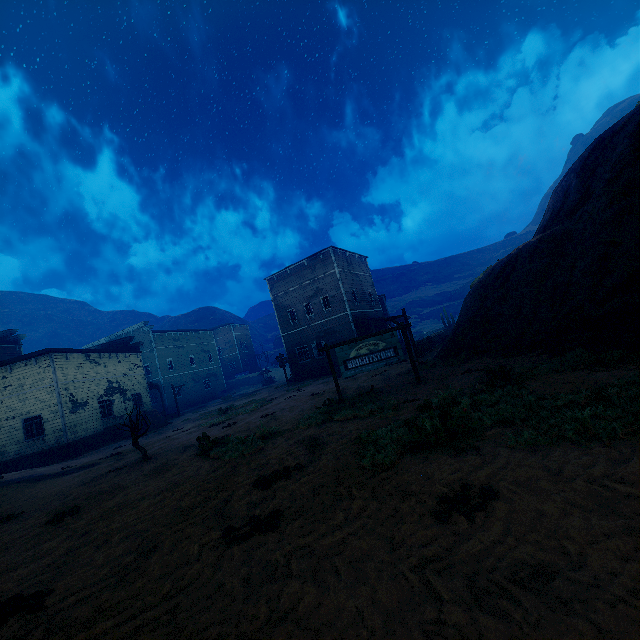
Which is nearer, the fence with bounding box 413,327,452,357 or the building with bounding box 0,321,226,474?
the fence with bounding box 413,327,452,357

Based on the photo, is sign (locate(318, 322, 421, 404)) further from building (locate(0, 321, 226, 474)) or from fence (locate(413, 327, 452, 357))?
building (locate(0, 321, 226, 474))

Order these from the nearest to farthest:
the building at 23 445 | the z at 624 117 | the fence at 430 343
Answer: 1. the z at 624 117
2. the fence at 430 343
3. the building at 23 445

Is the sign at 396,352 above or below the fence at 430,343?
above

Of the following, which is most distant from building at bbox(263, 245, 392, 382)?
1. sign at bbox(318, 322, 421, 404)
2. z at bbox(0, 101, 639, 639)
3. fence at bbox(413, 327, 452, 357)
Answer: sign at bbox(318, 322, 421, 404)

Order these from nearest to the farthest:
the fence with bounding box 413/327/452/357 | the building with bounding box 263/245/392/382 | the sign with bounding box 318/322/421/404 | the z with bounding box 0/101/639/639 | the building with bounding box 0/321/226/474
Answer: the z with bounding box 0/101/639/639, the sign with bounding box 318/322/421/404, the fence with bounding box 413/327/452/357, the building with bounding box 0/321/226/474, the building with bounding box 263/245/392/382

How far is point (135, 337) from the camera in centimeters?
4400cm

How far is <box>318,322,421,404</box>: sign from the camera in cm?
1163
